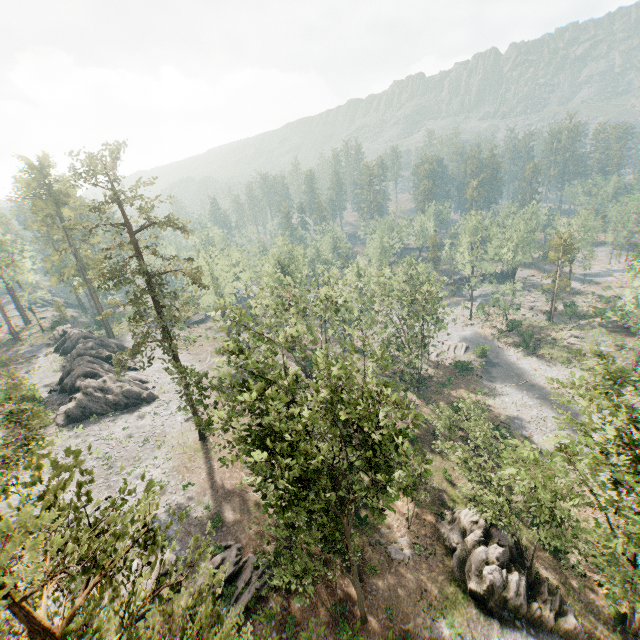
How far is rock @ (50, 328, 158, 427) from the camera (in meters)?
39.12

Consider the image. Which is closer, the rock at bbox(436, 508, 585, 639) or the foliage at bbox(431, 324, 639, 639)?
the foliage at bbox(431, 324, 639, 639)

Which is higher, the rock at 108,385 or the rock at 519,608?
the rock at 108,385

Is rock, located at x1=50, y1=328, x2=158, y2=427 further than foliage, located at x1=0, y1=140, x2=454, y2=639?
Yes

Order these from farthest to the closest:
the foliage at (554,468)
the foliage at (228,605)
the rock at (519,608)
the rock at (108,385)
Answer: the rock at (108,385)
the rock at (519,608)
the foliage at (554,468)
the foliage at (228,605)

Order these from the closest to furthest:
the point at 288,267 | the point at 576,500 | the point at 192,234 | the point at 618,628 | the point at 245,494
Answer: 1. the point at 576,500
2. the point at 618,628
3. the point at 245,494
4. the point at 192,234
5. the point at 288,267

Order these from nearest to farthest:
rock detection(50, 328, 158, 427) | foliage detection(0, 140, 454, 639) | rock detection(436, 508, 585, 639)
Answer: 1. foliage detection(0, 140, 454, 639)
2. rock detection(436, 508, 585, 639)
3. rock detection(50, 328, 158, 427)

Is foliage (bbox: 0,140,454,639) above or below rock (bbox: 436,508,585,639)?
above
